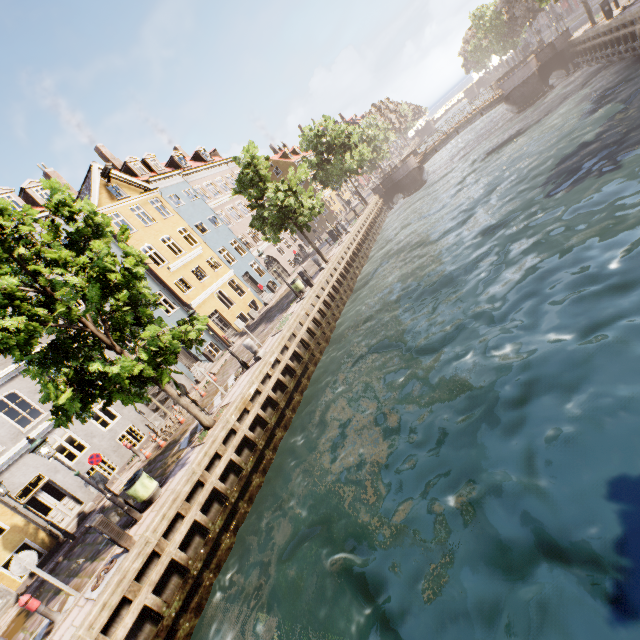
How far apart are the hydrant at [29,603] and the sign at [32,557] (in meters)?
0.54

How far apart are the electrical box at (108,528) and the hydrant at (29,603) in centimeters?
194cm

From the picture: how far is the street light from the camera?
8.9 meters

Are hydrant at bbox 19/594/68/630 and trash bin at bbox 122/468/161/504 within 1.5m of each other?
no

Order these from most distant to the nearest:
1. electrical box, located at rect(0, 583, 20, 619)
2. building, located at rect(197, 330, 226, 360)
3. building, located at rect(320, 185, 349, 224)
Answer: building, located at rect(320, 185, 349, 224)
building, located at rect(197, 330, 226, 360)
electrical box, located at rect(0, 583, 20, 619)

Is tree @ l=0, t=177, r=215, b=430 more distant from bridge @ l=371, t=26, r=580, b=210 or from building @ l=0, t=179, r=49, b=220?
building @ l=0, t=179, r=49, b=220

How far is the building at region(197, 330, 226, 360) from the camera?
23.9 meters

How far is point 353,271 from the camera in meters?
23.9
